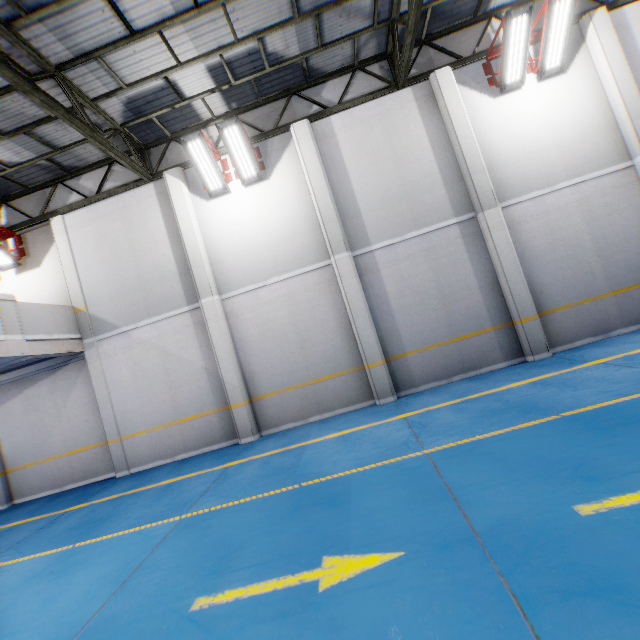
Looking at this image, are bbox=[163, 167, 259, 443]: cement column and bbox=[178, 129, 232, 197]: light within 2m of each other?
yes

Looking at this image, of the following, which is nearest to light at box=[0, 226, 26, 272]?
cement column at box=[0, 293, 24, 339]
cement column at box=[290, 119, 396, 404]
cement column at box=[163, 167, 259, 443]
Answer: cement column at box=[0, 293, 24, 339]

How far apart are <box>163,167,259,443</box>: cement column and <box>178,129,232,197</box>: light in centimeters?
51cm

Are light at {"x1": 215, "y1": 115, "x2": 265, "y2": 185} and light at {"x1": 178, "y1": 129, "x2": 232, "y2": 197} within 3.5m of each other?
yes

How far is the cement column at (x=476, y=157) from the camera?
8.1 meters

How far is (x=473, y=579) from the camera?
2.43m

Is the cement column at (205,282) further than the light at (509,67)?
Yes

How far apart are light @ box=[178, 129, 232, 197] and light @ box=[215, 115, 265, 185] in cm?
8
